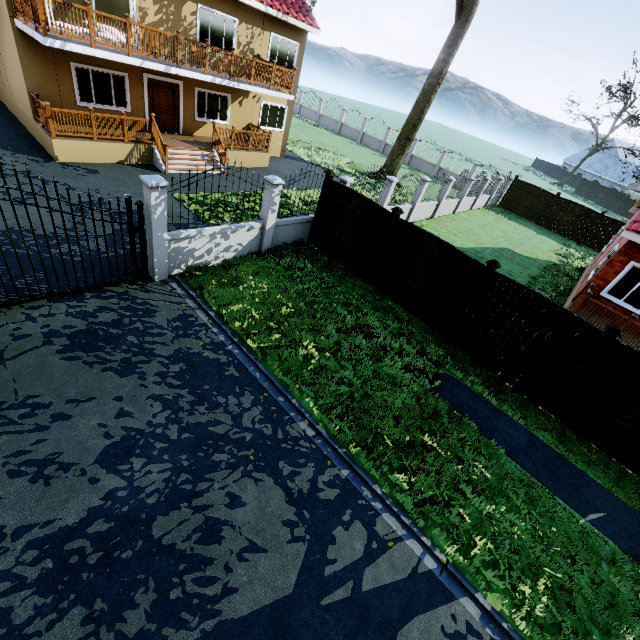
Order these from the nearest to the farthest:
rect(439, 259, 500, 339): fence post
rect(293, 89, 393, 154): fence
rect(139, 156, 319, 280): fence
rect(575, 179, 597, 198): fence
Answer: rect(139, 156, 319, 280): fence, rect(439, 259, 500, 339): fence post, rect(293, 89, 393, 154): fence, rect(575, 179, 597, 198): fence

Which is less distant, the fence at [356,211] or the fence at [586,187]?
the fence at [356,211]

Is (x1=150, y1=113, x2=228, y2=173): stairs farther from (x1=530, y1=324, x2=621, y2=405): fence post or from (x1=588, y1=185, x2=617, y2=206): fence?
(x1=530, y1=324, x2=621, y2=405): fence post

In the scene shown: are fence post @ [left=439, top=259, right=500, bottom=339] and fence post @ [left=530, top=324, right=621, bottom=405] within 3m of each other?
yes

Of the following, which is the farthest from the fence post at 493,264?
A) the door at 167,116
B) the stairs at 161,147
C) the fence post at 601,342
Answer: the door at 167,116

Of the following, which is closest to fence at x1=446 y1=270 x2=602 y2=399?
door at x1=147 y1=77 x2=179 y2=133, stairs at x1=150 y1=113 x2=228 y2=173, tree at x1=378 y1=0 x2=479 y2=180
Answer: tree at x1=378 y1=0 x2=479 y2=180

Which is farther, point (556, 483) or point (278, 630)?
point (556, 483)

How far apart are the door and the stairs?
1.9 meters
